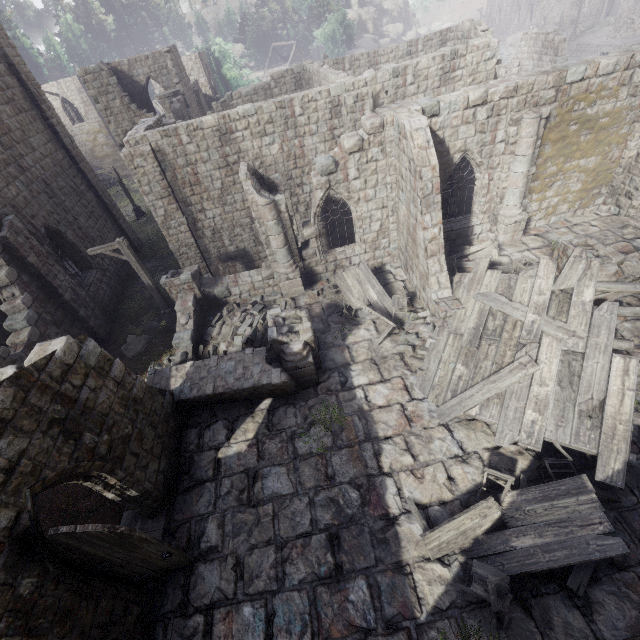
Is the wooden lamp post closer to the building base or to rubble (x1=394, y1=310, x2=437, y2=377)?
rubble (x1=394, y1=310, x2=437, y2=377)

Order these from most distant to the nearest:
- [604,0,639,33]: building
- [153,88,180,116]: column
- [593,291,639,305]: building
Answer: [604,0,639,33]: building < [153,88,180,116]: column < [593,291,639,305]: building

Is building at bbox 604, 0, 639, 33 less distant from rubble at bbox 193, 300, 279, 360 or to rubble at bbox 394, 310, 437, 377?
rubble at bbox 193, 300, 279, 360

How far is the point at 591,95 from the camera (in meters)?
11.57

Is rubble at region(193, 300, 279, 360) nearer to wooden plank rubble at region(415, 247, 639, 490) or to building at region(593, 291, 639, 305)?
building at region(593, 291, 639, 305)

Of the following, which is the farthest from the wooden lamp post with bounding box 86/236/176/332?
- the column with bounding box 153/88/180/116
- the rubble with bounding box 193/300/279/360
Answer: the column with bounding box 153/88/180/116

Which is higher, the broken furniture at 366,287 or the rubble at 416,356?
the broken furniture at 366,287

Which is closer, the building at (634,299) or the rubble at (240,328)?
the building at (634,299)
